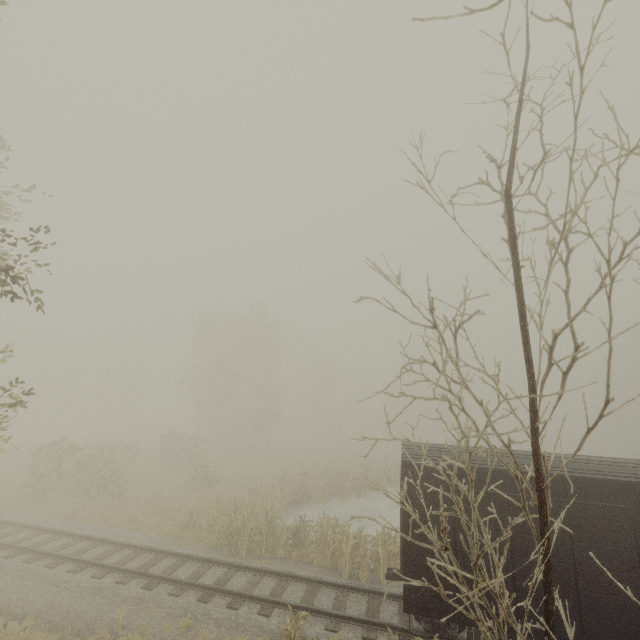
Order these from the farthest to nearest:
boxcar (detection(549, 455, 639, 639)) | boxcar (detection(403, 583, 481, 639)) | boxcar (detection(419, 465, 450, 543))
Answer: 1. boxcar (detection(419, 465, 450, 543))
2. boxcar (detection(403, 583, 481, 639))
3. boxcar (detection(549, 455, 639, 639))

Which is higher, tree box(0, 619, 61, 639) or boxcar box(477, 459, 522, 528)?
boxcar box(477, 459, 522, 528)

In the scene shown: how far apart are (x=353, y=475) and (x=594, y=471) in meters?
18.4 m

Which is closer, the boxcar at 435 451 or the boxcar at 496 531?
the boxcar at 496 531

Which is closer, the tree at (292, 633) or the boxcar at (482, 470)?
the tree at (292, 633)

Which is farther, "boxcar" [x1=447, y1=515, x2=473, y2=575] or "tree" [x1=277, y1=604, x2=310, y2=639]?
"boxcar" [x1=447, y1=515, x2=473, y2=575]

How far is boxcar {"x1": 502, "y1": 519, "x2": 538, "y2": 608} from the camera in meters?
7.8
